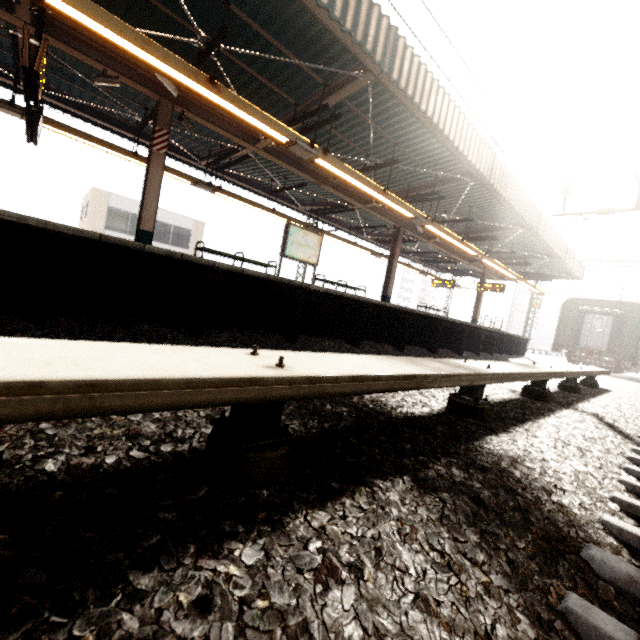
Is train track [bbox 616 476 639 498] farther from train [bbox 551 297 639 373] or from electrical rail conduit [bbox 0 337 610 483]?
train [bbox 551 297 639 373]

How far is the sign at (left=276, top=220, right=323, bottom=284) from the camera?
10.3 meters

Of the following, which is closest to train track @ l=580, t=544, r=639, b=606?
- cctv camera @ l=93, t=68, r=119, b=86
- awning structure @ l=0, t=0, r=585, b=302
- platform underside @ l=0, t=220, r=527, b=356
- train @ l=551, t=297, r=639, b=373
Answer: platform underside @ l=0, t=220, r=527, b=356

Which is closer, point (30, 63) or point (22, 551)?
point (22, 551)

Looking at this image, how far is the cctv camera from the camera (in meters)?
6.62

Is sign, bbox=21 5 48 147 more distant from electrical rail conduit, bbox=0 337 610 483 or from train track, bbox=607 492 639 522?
train track, bbox=607 492 639 522

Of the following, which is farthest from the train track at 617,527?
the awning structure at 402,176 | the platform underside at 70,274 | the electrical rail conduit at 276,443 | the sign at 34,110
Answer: the sign at 34,110

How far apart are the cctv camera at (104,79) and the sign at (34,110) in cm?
113
